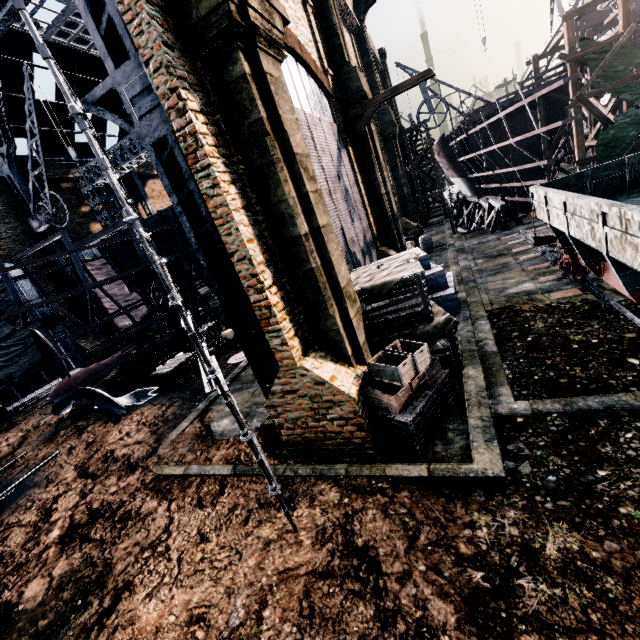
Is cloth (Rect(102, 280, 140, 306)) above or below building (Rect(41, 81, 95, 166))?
below

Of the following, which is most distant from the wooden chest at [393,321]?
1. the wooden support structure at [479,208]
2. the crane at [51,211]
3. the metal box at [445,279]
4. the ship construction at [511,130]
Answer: the crane at [51,211]

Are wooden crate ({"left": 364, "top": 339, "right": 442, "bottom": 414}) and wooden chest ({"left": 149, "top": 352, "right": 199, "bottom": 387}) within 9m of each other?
no

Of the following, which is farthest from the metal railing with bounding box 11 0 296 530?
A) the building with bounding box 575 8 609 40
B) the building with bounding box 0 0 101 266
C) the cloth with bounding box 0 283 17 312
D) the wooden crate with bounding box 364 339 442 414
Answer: the building with bounding box 575 8 609 40

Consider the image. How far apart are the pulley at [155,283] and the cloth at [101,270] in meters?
16.2

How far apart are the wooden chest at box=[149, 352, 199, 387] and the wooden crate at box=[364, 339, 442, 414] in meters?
12.8 m

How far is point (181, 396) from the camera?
15.34m

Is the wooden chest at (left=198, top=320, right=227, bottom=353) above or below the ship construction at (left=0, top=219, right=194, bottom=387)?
below
